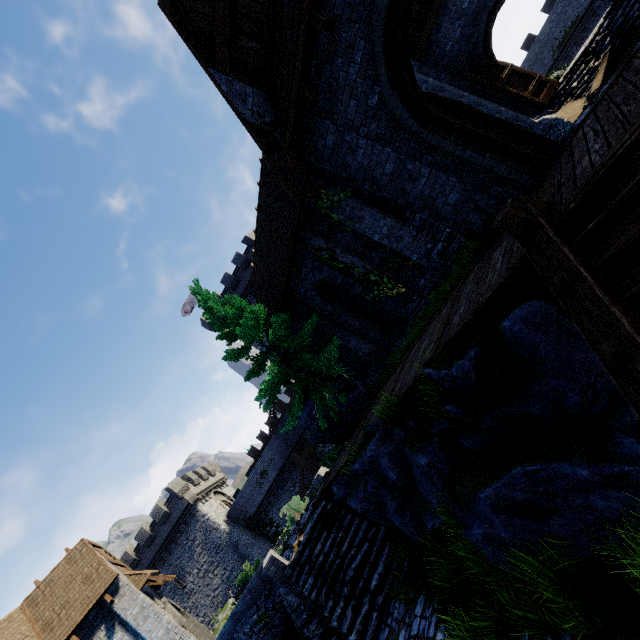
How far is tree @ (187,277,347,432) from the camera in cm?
1266

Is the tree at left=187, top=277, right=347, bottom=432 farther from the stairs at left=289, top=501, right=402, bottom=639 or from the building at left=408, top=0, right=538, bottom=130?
the stairs at left=289, top=501, right=402, bottom=639

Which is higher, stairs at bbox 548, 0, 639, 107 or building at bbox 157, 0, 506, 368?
building at bbox 157, 0, 506, 368

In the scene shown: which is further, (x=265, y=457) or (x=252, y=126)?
(x=265, y=457)

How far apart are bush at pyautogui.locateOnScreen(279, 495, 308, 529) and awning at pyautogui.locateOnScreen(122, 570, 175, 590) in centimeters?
644cm

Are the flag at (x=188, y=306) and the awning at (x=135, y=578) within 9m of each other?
no

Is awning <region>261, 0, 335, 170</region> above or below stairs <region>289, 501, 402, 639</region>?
above

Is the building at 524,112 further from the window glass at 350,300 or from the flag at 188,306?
the flag at 188,306
